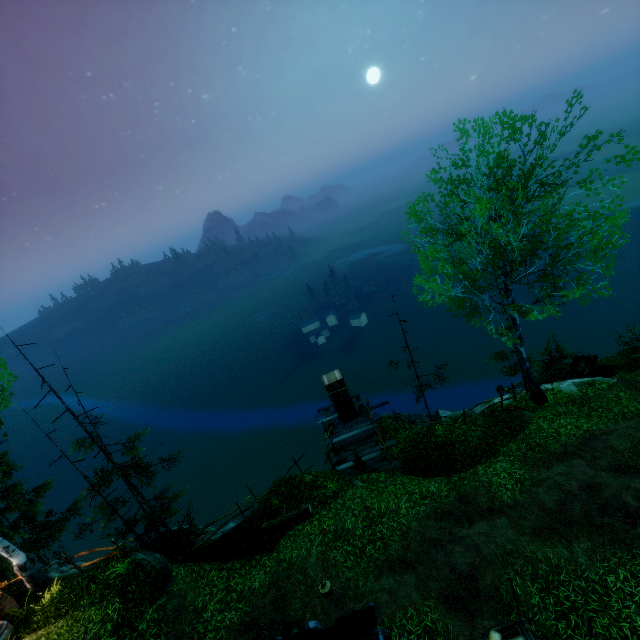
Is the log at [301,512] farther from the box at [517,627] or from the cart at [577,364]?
the cart at [577,364]

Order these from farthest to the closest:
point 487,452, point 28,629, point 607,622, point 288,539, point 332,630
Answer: point 487,452
point 288,539
point 28,629
point 607,622
point 332,630

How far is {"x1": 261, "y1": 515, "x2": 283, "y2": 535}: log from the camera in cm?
1277

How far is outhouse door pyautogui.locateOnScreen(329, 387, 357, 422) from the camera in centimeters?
1750cm

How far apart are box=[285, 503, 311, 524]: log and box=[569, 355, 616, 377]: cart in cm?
1669

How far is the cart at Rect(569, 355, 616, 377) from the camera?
17.83m

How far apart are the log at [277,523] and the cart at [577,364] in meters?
16.7 m

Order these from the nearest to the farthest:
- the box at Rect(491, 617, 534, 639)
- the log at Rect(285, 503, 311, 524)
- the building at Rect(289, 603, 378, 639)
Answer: the building at Rect(289, 603, 378, 639) < the box at Rect(491, 617, 534, 639) < the log at Rect(285, 503, 311, 524)
